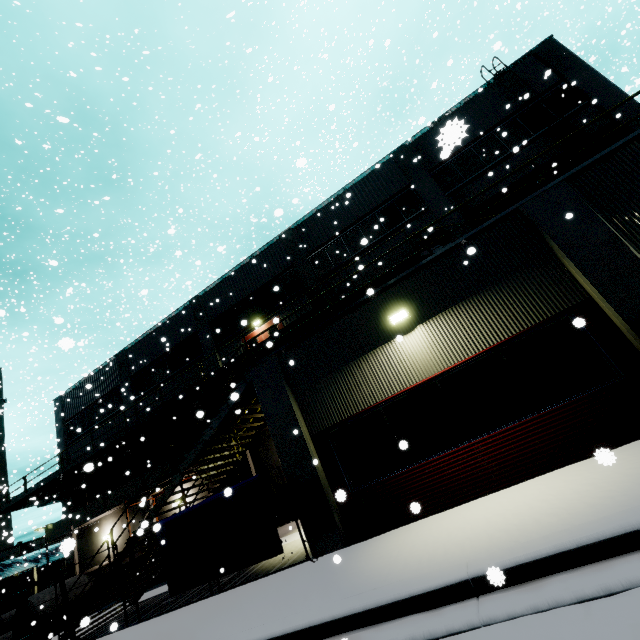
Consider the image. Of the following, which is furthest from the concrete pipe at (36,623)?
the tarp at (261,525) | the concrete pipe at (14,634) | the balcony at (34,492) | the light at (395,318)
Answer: the light at (395,318)

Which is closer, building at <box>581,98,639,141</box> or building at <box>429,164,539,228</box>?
building at <box>581,98,639,141</box>

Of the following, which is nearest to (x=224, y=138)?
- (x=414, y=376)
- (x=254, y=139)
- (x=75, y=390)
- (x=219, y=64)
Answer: (x=219, y=64)

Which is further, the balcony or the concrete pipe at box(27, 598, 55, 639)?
the concrete pipe at box(27, 598, 55, 639)

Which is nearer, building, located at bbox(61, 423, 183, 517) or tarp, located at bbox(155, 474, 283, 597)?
tarp, located at bbox(155, 474, 283, 597)

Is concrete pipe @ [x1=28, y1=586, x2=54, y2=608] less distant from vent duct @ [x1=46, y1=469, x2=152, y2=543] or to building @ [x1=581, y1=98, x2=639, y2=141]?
building @ [x1=581, y1=98, x2=639, y2=141]

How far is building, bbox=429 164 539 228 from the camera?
14.94m

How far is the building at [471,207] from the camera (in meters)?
14.94
